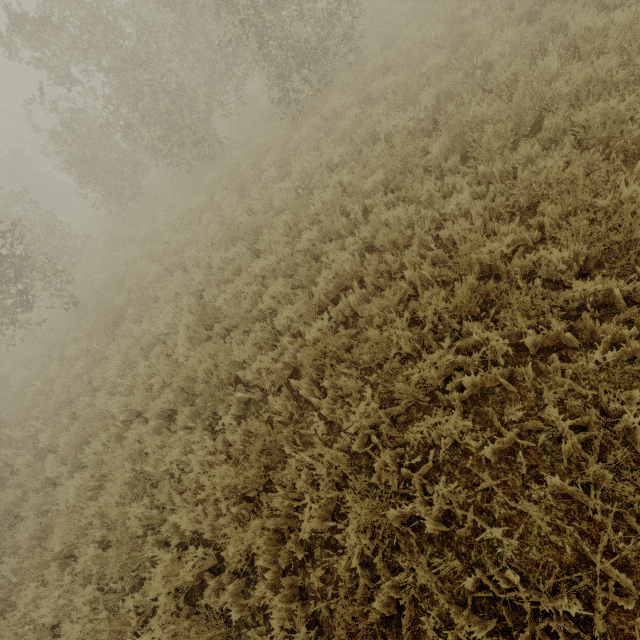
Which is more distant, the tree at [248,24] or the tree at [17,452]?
the tree at [248,24]

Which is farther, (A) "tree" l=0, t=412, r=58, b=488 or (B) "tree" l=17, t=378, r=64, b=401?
(B) "tree" l=17, t=378, r=64, b=401

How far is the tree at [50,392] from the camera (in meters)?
8.45

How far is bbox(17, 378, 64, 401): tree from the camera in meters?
8.4 m

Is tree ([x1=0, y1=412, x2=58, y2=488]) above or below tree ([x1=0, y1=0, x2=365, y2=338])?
below

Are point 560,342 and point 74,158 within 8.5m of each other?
no
